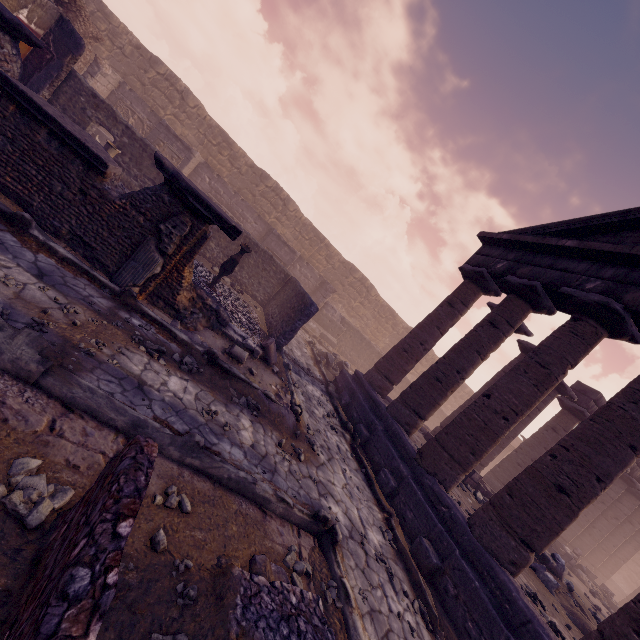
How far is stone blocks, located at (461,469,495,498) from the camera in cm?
1051

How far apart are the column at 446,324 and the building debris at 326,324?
7.37m

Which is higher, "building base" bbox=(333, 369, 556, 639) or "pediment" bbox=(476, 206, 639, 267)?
"pediment" bbox=(476, 206, 639, 267)

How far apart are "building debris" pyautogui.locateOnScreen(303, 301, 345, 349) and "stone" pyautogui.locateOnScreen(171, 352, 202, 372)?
13.2m

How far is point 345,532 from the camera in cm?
512

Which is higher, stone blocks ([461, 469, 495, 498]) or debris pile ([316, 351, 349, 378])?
stone blocks ([461, 469, 495, 498])

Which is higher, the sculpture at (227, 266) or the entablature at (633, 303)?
the entablature at (633, 303)

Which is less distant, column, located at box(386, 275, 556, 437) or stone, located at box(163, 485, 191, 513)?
stone, located at box(163, 485, 191, 513)
